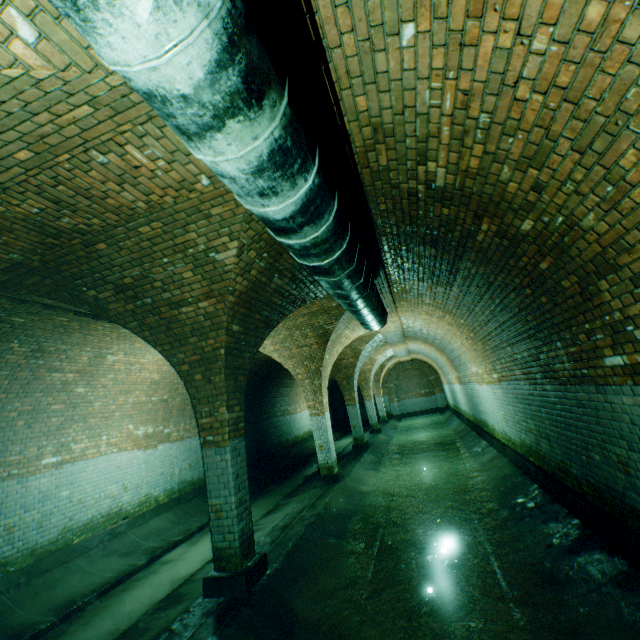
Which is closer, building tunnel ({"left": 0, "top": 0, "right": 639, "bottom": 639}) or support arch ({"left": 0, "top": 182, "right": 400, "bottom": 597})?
building tunnel ({"left": 0, "top": 0, "right": 639, "bottom": 639})

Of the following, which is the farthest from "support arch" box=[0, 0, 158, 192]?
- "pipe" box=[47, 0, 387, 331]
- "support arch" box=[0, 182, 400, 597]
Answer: "support arch" box=[0, 182, 400, 597]

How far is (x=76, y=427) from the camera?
7.41m

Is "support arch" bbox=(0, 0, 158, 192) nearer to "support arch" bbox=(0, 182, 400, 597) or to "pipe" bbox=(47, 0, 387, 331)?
"pipe" bbox=(47, 0, 387, 331)

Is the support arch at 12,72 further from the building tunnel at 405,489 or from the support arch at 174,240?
the support arch at 174,240

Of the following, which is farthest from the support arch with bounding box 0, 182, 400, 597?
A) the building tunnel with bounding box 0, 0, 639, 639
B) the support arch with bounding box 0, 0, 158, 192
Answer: the support arch with bounding box 0, 0, 158, 192

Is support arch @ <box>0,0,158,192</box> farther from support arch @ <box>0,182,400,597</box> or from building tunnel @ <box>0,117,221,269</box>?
support arch @ <box>0,182,400,597</box>
